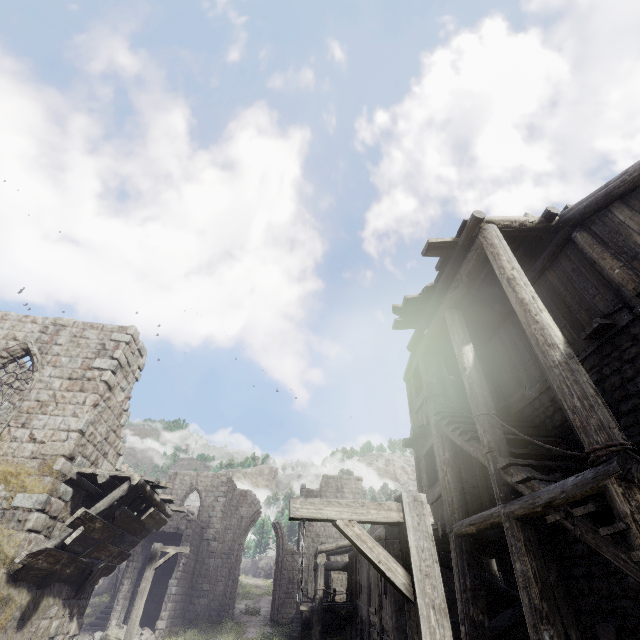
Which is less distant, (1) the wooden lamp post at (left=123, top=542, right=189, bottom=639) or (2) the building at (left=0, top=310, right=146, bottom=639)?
(2) the building at (left=0, top=310, right=146, bottom=639)

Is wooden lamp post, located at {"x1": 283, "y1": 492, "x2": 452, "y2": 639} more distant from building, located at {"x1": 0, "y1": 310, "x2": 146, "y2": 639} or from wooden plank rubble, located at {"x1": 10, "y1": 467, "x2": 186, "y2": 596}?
wooden plank rubble, located at {"x1": 10, "y1": 467, "x2": 186, "y2": 596}

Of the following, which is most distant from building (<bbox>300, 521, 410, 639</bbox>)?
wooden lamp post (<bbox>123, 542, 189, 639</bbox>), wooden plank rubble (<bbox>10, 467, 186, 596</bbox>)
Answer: wooden lamp post (<bbox>123, 542, 189, 639</bbox>)

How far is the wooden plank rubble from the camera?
8.1m

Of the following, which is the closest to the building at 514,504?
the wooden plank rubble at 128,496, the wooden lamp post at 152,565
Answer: the wooden plank rubble at 128,496

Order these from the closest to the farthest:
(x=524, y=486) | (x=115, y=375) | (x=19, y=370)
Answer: (x=524, y=486)
(x=115, y=375)
(x=19, y=370)

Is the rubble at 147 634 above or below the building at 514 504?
below

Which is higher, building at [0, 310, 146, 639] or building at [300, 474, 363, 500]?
building at [300, 474, 363, 500]
